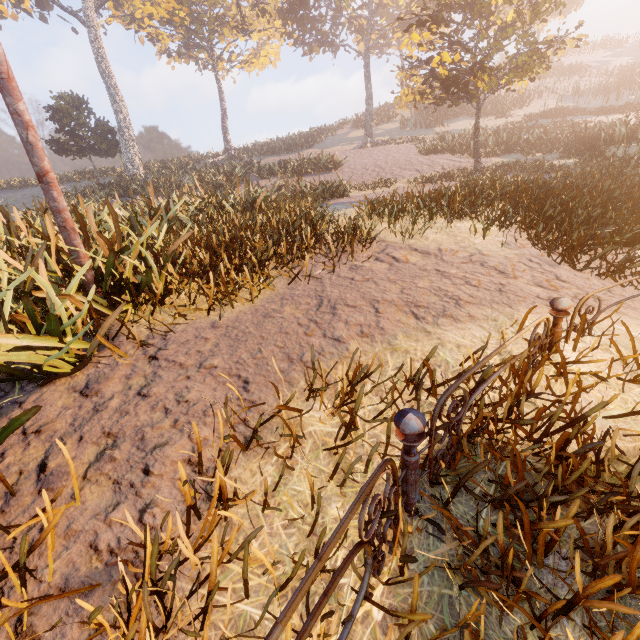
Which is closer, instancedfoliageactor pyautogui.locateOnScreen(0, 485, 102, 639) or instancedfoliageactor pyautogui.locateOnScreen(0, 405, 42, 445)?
instancedfoliageactor pyautogui.locateOnScreen(0, 485, 102, 639)

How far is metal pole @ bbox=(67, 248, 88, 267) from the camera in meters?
3.6

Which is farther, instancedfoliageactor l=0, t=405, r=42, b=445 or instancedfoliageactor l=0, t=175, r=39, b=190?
instancedfoliageactor l=0, t=175, r=39, b=190

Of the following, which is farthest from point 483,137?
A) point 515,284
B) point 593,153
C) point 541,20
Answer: point 515,284

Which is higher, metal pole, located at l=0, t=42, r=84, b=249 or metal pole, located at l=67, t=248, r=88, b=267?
metal pole, located at l=0, t=42, r=84, b=249

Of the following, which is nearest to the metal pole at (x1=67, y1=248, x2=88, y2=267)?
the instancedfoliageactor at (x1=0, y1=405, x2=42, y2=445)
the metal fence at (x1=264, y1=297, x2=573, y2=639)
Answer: the instancedfoliageactor at (x1=0, y1=405, x2=42, y2=445)

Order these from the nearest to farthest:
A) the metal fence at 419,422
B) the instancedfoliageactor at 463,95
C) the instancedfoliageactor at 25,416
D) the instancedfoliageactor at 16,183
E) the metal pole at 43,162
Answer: the metal fence at 419,422, the instancedfoliageactor at 25,416, the metal pole at 43,162, the instancedfoliageactor at 463,95, the instancedfoliageactor at 16,183

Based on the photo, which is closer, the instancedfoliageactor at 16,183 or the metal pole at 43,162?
the metal pole at 43,162
